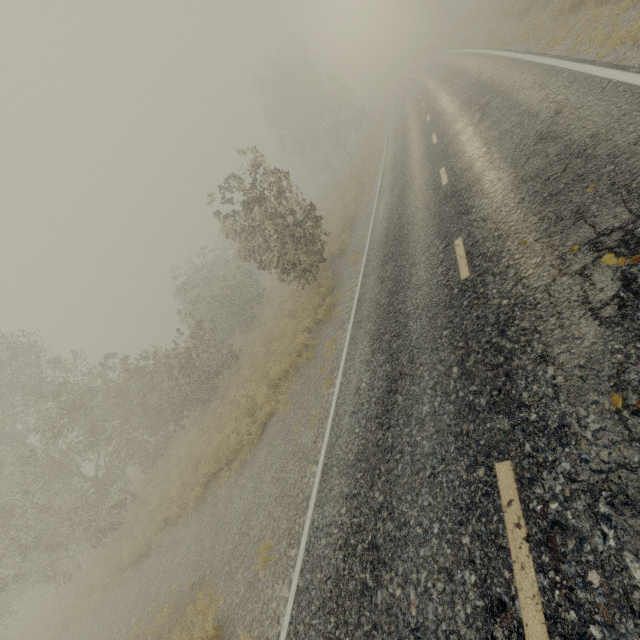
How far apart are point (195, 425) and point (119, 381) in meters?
6.3

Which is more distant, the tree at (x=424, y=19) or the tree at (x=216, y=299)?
the tree at (x=424, y=19)

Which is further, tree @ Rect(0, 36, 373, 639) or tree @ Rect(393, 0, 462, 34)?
tree @ Rect(393, 0, 462, 34)
